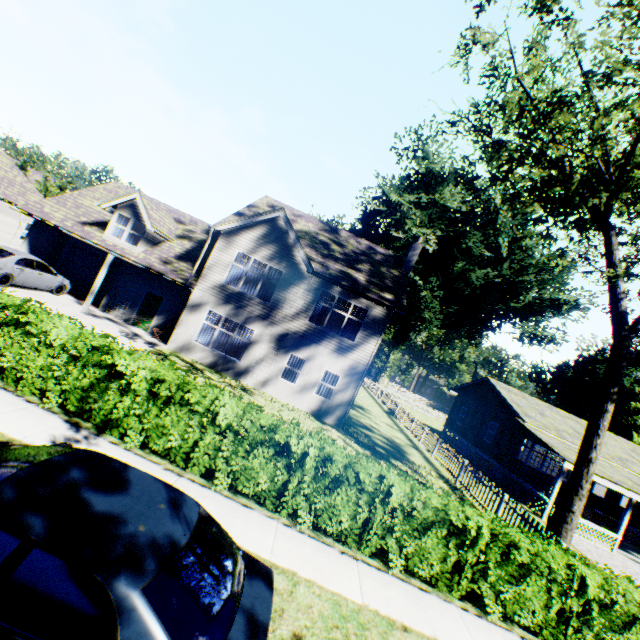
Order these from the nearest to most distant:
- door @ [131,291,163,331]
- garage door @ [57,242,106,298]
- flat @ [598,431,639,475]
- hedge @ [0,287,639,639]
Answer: hedge @ [0,287,639,639], door @ [131,291,163,331], garage door @ [57,242,106,298], flat @ [598,431,639,475]

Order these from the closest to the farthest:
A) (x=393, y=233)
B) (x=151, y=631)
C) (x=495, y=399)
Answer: (x=151, y=631)
(x=495, y=399)
(x=393, y=233)

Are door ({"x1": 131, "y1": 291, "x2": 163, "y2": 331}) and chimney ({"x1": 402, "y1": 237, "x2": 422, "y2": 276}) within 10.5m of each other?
no

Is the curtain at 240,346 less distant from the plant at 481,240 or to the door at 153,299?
the door at 153,299

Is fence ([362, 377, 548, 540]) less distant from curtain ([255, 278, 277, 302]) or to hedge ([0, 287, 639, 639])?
hedge ([0, 287, 639, 639])

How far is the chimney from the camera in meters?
20.9

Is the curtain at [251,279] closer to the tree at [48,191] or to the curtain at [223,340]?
the curtain at [223,340]

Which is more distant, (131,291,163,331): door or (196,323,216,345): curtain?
(131,291,163,331): door
